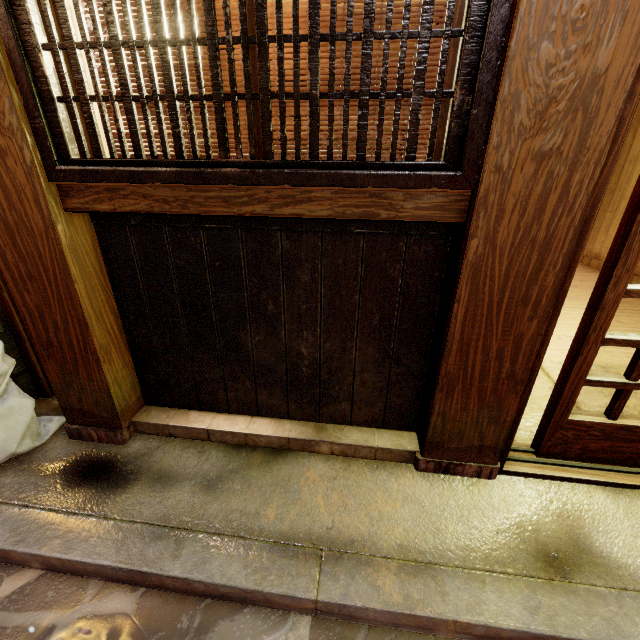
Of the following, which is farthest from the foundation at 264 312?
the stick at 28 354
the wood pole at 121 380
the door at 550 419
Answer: the door at 550 419

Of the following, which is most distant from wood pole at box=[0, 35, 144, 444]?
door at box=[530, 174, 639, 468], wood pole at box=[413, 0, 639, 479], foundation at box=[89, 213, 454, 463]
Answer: door at box=[530, 174, 639, 468]

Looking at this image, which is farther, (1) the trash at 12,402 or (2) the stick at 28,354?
(2) the stick at 28,354

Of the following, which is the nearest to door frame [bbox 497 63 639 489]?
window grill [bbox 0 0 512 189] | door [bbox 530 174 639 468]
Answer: door [bbox 530 174 639 468]

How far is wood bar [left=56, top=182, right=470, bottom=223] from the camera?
2.5 meters

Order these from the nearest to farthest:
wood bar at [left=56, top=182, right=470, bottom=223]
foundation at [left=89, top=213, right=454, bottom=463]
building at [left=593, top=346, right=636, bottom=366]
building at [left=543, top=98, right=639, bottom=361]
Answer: wood bar at [left=56, top=182, right=470, bottom=223] < foundation at [left=89, top=213, right=454, bottom=463] < building at [left=593, top=346, right=636, bottom=366] < building at [left=543, top=98, right=639, bottom=361]

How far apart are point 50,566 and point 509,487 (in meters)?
4.47

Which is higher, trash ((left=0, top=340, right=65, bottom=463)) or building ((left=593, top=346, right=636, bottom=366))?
trash ((left=0, top=340, right=65, bottom=463))
